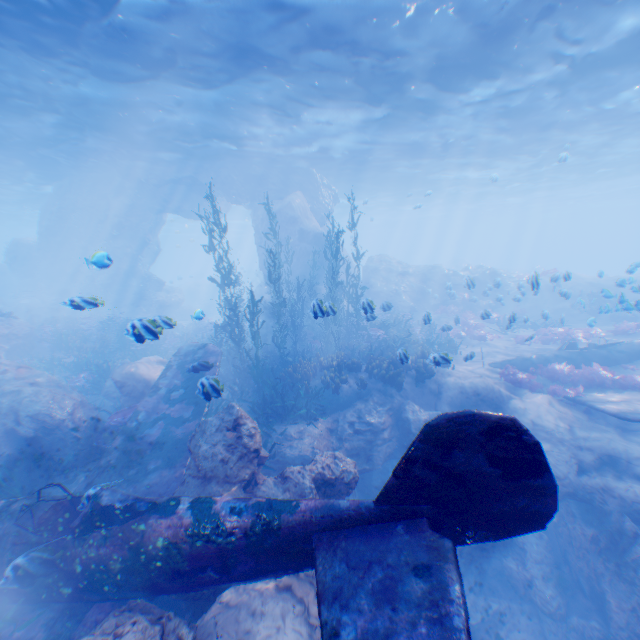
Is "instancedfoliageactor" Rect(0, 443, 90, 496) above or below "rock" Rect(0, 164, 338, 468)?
below

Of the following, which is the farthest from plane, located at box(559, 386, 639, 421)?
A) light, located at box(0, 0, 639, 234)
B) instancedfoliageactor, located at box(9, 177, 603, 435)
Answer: light, located at box(0, 0, 639, 234)

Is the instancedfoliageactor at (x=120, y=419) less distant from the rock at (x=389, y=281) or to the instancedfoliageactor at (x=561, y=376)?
the rock at (x=389, y=281)

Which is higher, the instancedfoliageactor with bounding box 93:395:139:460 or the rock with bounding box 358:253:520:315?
the rock with bounding box 358:253:520:315

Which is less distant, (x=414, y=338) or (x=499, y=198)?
(x=414, y=338)

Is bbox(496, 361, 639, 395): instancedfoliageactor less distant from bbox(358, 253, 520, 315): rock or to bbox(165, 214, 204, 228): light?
bbox(358, 253, 520, 315): rock

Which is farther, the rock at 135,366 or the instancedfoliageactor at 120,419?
the rock at 135,366

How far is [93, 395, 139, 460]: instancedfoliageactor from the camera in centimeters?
957cm
